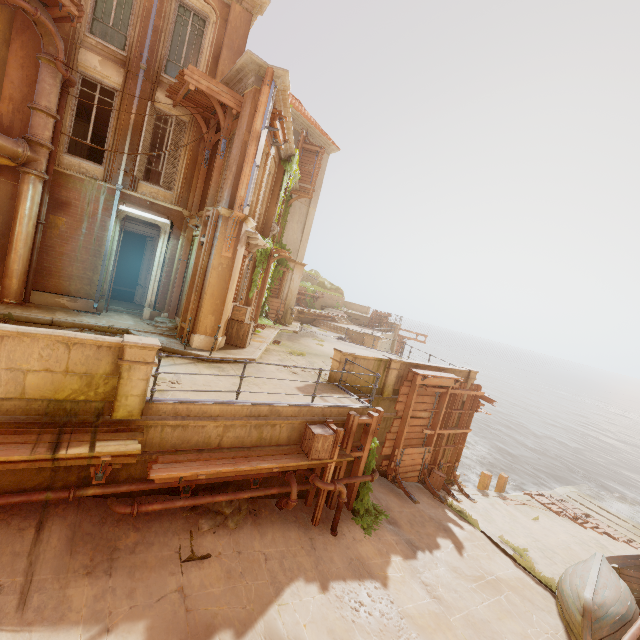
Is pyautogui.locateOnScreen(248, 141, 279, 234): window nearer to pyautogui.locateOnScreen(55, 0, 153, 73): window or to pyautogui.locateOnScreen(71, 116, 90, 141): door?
pyautogui.locateOnScreen(55, 0, 153, 73): window

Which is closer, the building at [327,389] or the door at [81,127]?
the building at [327,389]

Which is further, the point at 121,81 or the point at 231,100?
the point at 121,81

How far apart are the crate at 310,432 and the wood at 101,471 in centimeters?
403cm

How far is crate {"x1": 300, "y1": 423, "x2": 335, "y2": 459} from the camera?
7.6m

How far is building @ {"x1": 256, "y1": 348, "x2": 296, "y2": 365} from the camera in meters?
11.8 m

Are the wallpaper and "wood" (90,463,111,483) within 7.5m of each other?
no

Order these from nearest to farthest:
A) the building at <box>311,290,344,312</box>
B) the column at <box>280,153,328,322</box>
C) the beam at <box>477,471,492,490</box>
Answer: the beam at <box>477,471,492,490</box> < the column at <box>280,153,328,322</box> < the building at <box>311,290,344,312</box>
